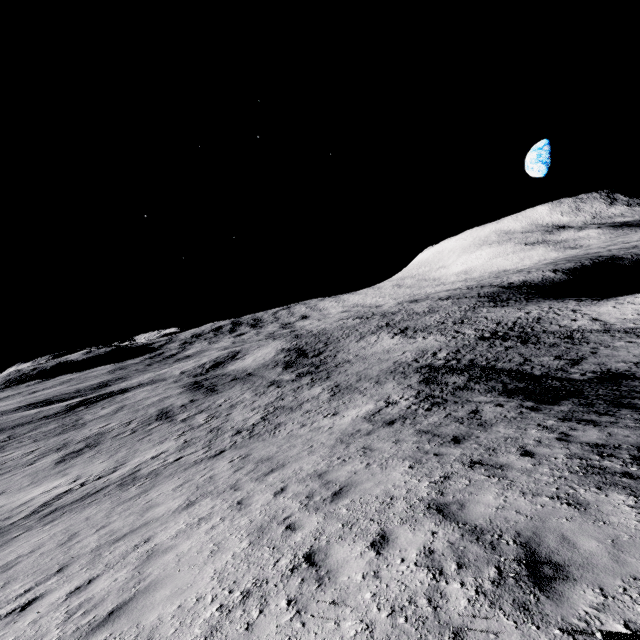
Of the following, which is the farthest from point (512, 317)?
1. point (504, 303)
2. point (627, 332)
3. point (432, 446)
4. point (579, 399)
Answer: point (432, 446)
